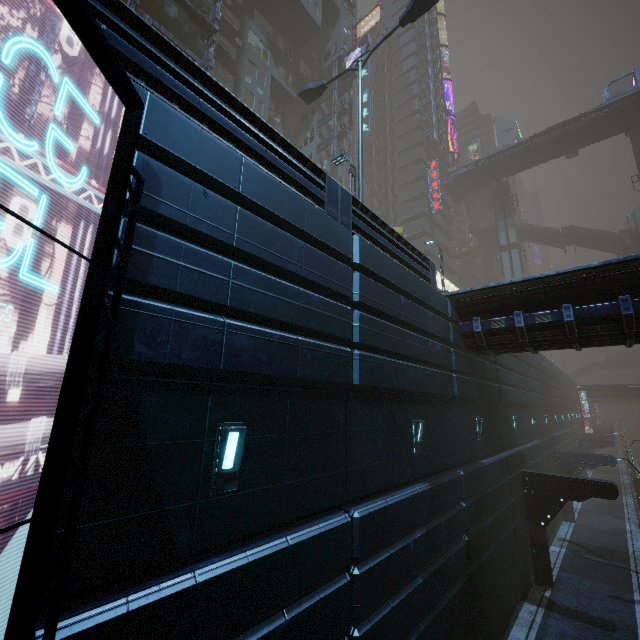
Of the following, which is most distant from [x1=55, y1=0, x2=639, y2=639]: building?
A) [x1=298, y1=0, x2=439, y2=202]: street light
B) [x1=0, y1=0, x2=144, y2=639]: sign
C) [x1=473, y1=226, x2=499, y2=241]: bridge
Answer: [x1=298, y1=0, x2=439, y2=202]: street light

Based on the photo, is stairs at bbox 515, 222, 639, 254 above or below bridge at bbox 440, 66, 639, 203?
below

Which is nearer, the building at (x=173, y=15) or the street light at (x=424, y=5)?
the street light at (x=424, y=5)

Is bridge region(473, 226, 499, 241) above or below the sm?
above

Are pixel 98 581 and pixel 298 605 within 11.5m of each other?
yes

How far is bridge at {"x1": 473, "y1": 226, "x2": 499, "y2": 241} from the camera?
56.1 meters

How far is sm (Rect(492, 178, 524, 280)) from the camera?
45.3 meters

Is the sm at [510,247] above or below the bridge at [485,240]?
below
